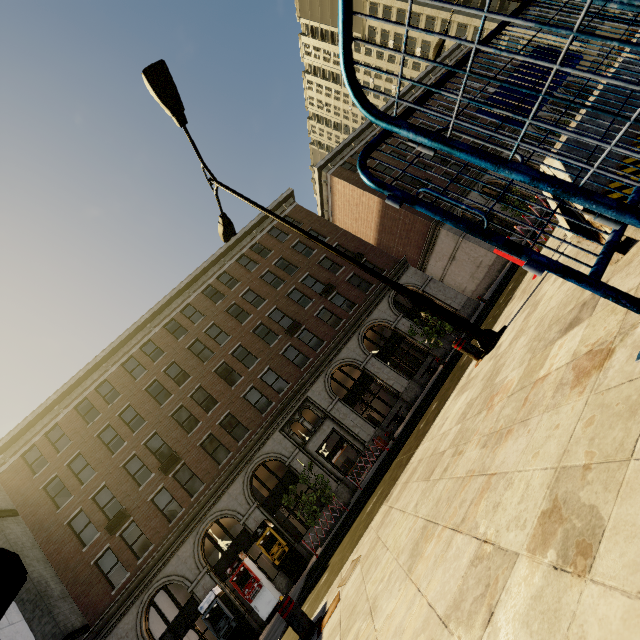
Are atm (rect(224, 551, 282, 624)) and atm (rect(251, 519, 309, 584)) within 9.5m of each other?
yes

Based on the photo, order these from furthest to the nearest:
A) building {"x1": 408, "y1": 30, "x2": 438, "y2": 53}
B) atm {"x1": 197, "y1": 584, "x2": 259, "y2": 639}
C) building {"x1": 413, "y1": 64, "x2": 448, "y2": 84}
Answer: building {"x1": 408, "y1": 30, "x2": 438, "y2": 53} → building {"x1": 413, "y1": 64, "x2": 448, "y2": 84} → atm {"x1": 197, "y1": 584, "x2": 259, "y2": 639}

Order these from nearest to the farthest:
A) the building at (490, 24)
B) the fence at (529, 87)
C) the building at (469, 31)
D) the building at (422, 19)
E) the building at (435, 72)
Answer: the fence at (529, 87)
the building at (435, 72)
the building at (490, 24)
the building at (469, 31)
the building at (422, 19)

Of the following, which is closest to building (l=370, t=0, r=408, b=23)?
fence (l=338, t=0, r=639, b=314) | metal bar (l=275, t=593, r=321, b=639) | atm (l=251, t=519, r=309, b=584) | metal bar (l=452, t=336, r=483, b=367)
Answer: fence (l=338, t=0, r=639, b=314)

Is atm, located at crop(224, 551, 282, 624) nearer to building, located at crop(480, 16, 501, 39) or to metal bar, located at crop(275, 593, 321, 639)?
metal bar, located at crop(275, 593, 321, 639)

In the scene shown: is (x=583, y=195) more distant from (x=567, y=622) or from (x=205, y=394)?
(x=205, y=394)

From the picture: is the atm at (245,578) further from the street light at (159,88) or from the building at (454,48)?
the building at (454,48)

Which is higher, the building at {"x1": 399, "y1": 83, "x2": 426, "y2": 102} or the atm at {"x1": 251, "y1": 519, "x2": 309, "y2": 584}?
the building at {"x1": 399, "y1": 83, "x2": 426, "y2": 102}
